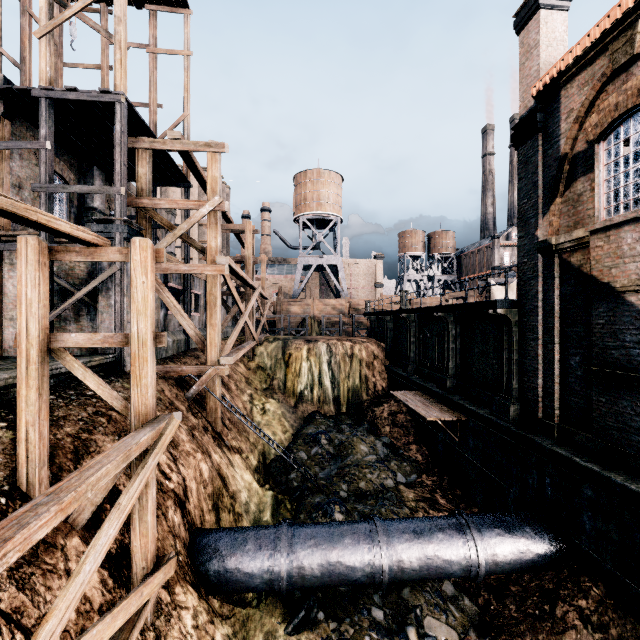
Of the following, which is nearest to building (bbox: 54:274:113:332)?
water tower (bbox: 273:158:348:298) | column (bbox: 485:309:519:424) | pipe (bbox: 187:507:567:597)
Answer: column (bbox: 485:309:519:424)

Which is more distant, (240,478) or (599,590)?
(240,478)

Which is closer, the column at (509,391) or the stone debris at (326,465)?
the column at (509,391)

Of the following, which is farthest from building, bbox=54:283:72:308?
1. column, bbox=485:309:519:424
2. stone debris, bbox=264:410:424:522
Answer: stone debris, bbox=264:410:424:522

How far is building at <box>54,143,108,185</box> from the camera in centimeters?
1692cm

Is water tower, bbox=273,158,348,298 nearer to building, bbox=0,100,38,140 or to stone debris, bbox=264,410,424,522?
building, bbox=0,100,38,140

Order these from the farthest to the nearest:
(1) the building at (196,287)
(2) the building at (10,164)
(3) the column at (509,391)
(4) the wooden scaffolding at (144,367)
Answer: (1) the building at (196,287) → (2) the building at (10,164) → (3) the column at (509,391) → (4) the wooden scaffolding at (144,367)

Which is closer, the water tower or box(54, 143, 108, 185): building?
box(54, 143, 108, 185): building
